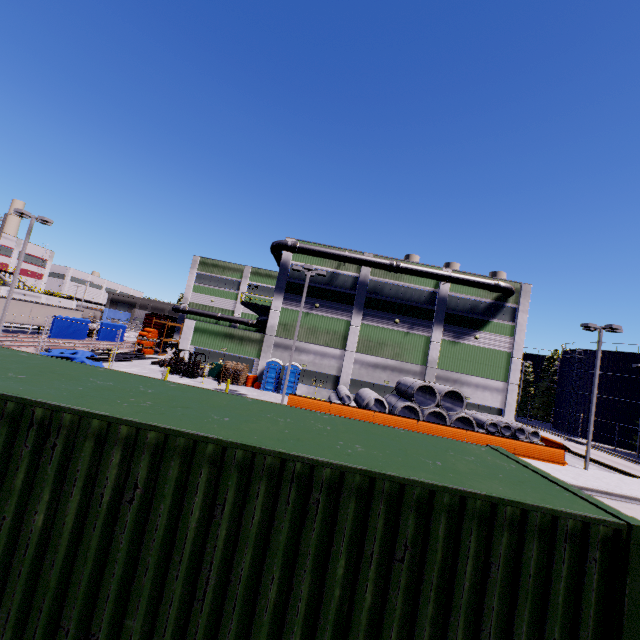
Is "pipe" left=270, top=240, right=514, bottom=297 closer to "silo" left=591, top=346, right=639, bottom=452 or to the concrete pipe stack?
"silo" left=591, top=346, right=639, bottom=452

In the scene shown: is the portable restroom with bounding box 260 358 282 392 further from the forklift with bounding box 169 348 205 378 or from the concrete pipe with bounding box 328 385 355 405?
the forklift with bounding box 169 348 205 378

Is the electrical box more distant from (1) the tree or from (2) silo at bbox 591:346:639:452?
(1) the tree

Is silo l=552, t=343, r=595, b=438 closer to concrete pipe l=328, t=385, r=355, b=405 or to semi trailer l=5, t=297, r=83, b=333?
concrete pipe l=328, t=385, r=355, b=405

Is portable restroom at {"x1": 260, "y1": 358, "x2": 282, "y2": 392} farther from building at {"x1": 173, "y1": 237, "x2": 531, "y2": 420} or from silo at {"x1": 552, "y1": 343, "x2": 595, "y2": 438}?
silo at {"x1": 552, "y1": 343, "x2": 595, "y2": 438}

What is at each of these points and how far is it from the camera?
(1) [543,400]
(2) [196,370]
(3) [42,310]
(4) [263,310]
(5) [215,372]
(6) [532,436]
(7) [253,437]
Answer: (1) tree, 55.66m
(2) forklift, 28.14m
(3) semi trailer, 39.19m
(4) balcony, 35.53m
(5) electrical box, 29.80m
(6) concrete pipe stack, 25.42m
(7) cargo container, 2.88m

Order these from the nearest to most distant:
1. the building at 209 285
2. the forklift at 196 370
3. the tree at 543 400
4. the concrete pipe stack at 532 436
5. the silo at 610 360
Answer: the concrete pipe stack at 532 436, the forklift at 196 370, the building at 209 285, the silo at 610 360, the tree at 543 400

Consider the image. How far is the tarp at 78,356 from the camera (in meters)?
23.55
